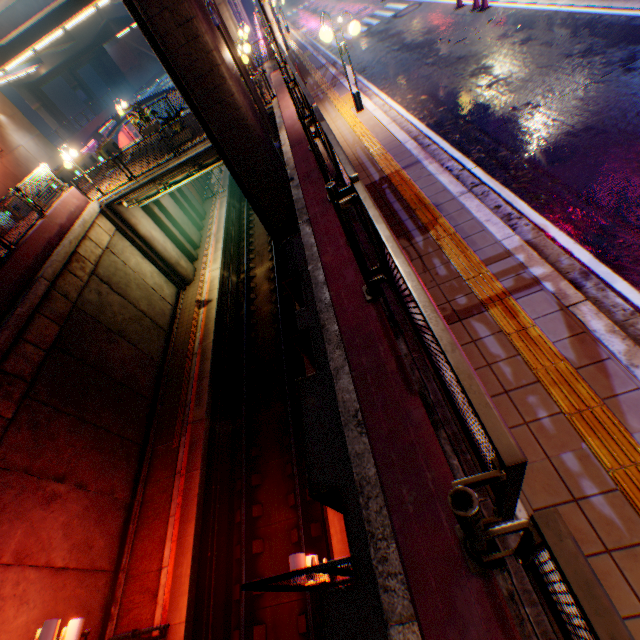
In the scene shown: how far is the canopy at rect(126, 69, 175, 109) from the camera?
30.2m

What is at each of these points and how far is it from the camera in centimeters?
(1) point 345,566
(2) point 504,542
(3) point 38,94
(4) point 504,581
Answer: (1) metal fence, 590cm
(2) concrete curb, 259cm
(3) overpass support, 4491cm
(4) concrete curb, 245cm

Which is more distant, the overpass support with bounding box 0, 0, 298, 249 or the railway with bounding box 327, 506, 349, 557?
the overpass support with bounding box 0, 0, 298, 249

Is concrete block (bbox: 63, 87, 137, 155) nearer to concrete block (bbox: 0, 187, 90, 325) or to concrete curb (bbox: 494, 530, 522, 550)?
concrete block (bbox: 0, 187, 90, 325)

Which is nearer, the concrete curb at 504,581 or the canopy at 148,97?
the concrete curb at 504,581

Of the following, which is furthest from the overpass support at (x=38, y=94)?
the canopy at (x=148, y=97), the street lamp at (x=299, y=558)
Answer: the street lamp at (x=299, y=558)

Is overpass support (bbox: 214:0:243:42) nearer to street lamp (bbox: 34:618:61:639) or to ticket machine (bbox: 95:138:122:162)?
ticket machine (bbox: 95:138:122:162)

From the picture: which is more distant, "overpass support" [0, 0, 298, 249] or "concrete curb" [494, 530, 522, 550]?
"overpass support" [0, 0, 298, 249]
